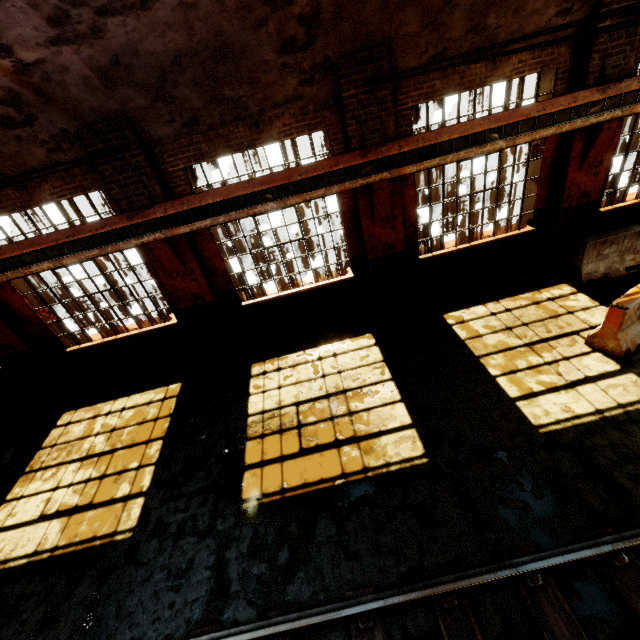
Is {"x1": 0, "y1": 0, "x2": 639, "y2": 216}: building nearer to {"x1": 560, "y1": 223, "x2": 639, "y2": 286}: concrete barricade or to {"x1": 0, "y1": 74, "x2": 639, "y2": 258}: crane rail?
{"x1": 0, "y1": 74, "x2": 639, "y2": 258}: crane rail

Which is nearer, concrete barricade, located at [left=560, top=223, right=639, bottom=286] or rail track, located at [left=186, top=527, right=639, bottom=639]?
rail track, located at [left=186, top=527, right=639, bottom=639]

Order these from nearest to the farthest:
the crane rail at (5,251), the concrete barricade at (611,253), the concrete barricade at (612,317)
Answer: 1. the concrete barricade at (612,317)
2. the crane rail at (5,251)
3. the concrete barricade at (611,253)

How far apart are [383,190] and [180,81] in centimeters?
426cm

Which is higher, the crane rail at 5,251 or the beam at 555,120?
the crane rail at 5,251

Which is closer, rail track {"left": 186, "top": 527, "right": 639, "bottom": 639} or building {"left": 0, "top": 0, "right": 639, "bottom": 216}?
rail track {"left": 186, "top": 527, "right": 639, "bottom": 639}

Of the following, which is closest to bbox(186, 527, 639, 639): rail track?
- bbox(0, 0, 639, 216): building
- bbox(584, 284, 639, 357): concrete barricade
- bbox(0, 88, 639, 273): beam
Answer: bbox(584, 284, 639, 357): concrete barricade

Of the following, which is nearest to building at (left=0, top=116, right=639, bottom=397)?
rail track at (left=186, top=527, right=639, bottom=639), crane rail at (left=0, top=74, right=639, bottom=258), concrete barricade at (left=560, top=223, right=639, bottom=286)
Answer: crane rail at (left=0, top=74, right=639, bottom=258)
